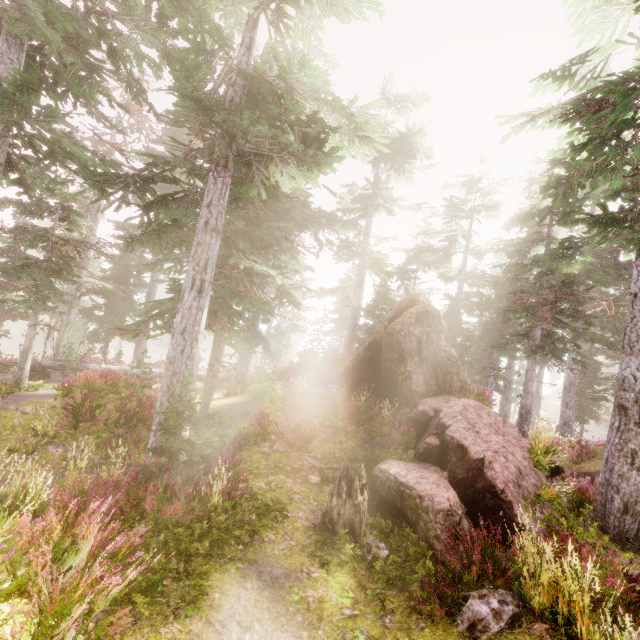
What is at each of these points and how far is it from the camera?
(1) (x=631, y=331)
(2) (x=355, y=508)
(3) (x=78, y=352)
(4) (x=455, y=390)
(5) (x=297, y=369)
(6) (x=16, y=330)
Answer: (1) instancedfoliageactor, 8.76m
(2) tree trunk, 7.29m
(3) tree, 15.87m
(4) rock, 14.08m
(5) rock, 19.31m
(6) rock, 54.56m

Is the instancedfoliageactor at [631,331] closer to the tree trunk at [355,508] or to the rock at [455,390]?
the rock at [455,390]

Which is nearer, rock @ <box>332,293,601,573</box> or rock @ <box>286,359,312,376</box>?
rock @ <box>332,293,601,573</box>

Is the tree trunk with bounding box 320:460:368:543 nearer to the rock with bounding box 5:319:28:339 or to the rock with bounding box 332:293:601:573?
the rock with bounding box 332:293:601:573

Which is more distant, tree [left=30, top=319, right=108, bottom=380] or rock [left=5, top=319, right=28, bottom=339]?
rock [left=5, top=319, right=28, bottom=339]

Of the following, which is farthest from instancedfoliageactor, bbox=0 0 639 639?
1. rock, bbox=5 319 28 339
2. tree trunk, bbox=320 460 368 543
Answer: tree trunk, bbox=320 460 368 543

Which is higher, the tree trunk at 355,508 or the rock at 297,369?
the rock at 297,369

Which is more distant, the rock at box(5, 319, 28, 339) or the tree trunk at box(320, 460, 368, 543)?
the rock at box(5, 319, 28, 339)
